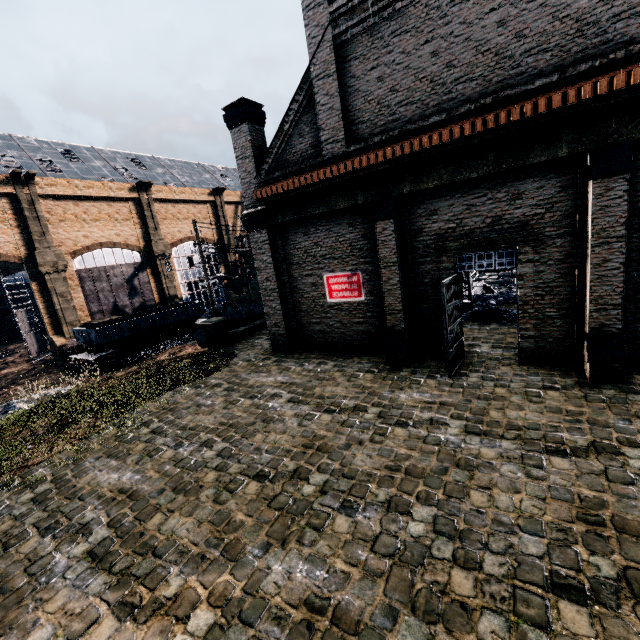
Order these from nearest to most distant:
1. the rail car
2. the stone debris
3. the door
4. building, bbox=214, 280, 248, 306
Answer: the door → the stone debris → the rail car → building, bbox=214, 280, 248, 306

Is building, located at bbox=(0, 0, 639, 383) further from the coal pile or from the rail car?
the rail car

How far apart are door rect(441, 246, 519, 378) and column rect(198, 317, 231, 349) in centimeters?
1262cm

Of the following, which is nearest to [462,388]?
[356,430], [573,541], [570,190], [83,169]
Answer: [356,430]

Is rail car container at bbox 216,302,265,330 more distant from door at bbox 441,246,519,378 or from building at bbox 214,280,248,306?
door at bbox 441,246,519,378

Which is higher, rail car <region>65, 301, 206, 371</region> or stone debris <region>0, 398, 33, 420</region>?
rail car <region>65, 301, 206, 371</region>

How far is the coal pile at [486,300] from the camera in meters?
15.3

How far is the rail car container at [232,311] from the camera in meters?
21.3 m
